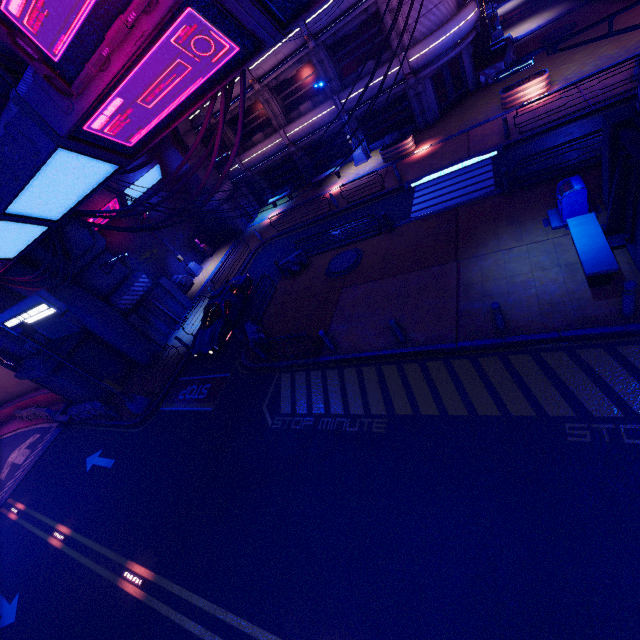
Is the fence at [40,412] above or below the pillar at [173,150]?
below

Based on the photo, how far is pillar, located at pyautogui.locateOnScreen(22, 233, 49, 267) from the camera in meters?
16.8

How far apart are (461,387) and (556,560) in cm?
395

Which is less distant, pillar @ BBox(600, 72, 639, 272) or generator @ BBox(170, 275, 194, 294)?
pillar @ BBox(600, 72, 639, 272)

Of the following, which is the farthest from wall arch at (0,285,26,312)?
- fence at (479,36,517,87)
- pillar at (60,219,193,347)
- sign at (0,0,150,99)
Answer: fence at (479,36,517,87)

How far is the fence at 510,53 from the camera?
21.2 meters

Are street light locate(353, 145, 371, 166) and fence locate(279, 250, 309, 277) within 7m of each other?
no

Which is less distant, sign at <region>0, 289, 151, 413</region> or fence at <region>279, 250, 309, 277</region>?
sign at <region>0, 289, 151, 413</region>
